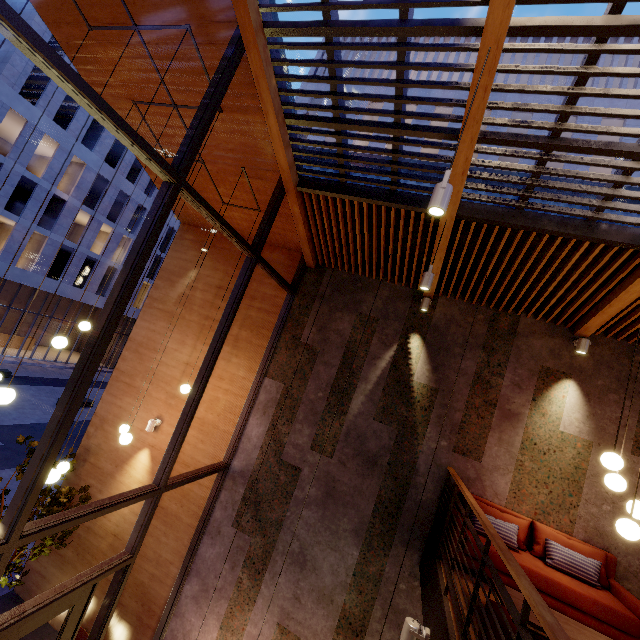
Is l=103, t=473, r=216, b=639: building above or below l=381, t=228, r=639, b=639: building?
below

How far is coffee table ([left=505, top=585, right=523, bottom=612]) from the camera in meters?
3.4 m

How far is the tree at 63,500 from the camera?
5.4m

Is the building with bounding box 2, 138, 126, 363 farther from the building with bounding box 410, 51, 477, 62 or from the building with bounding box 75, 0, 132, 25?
the building with bounding box 75, 0, 132, 25

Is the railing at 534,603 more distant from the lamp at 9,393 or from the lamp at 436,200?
the lamp at 9,393

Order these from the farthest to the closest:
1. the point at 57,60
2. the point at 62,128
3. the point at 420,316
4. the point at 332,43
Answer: the point at 62,128 < the point at 420,316 < the point at 332,43 < the point at 57,60

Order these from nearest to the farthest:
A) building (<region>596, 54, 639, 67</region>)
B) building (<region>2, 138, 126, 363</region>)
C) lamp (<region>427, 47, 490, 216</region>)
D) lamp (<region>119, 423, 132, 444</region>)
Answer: lamp (<region>427, 47, 490, 216</region>)
lamp (<region>119, 423, 132, 444</region>)
building (<region>596, 54, 639, 67</region>)
building (<region>2, 138, 126, 363</region>)
